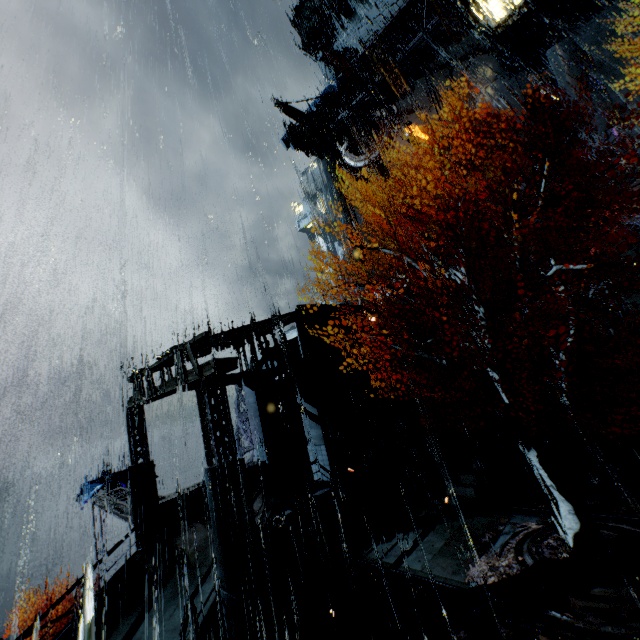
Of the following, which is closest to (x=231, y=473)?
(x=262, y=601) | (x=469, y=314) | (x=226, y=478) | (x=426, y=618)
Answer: (x=226, y=478)

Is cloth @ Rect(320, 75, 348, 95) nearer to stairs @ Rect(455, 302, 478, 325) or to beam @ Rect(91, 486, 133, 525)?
stairs @ Rect(455, 302, 478, 325)

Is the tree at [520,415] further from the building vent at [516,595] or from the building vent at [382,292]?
the building vent at [382,292]

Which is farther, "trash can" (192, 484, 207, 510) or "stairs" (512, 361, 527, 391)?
"stairs" (512, 361, 527, 391)

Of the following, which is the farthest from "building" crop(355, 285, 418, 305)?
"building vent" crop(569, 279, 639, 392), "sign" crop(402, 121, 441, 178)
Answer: "building vent" crop(569, 279, 639, 392)

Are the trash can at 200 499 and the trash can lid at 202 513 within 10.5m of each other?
yes

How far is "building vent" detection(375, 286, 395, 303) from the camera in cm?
3578

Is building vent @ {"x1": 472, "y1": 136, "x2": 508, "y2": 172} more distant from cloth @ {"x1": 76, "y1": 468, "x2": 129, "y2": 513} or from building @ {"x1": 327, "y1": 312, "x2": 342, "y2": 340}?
cloth @ {"x1": 76, "y1": 468, "x2": 129, "y2": 513}
